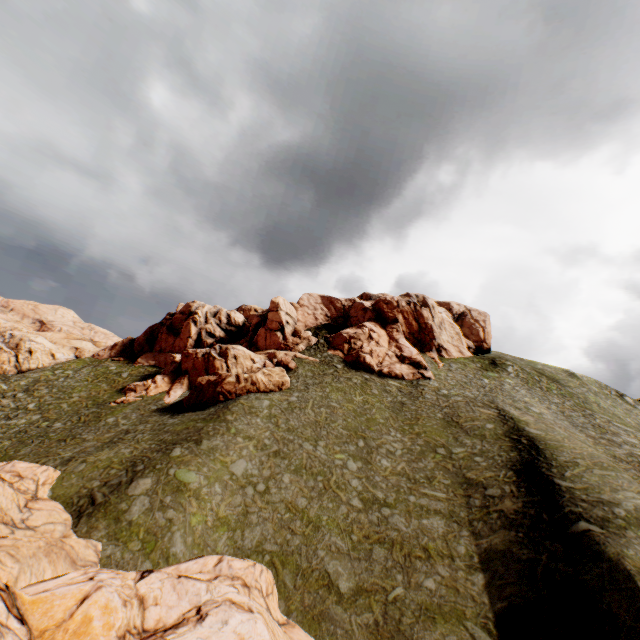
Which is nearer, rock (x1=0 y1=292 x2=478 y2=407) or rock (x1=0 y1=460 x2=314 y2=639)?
rock (x1=0 y1=460 x2=314 y2=639)

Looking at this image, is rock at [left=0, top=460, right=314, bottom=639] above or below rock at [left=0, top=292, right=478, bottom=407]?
below

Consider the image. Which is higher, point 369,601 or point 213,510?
point 213,510

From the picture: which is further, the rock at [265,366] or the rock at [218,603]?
the rock at [265,366]

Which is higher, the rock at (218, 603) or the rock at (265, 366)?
the rock at (265, 366)
